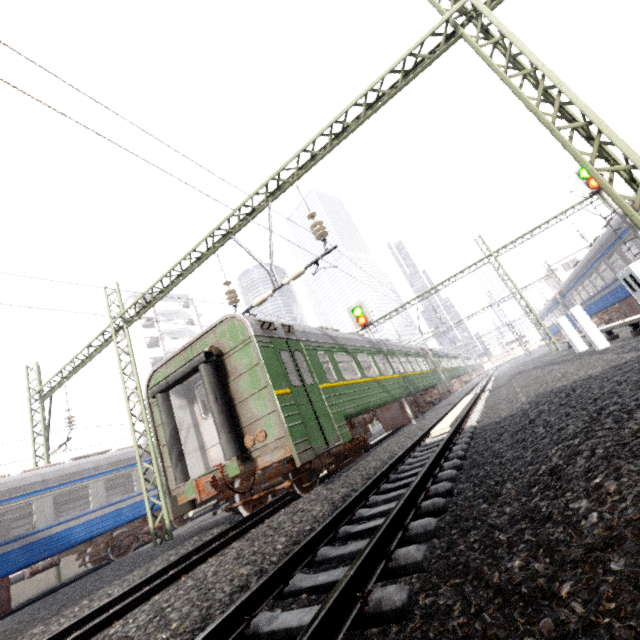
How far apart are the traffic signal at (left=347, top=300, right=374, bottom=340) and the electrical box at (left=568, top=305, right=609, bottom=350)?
6.6m

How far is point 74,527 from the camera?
11.6 meters

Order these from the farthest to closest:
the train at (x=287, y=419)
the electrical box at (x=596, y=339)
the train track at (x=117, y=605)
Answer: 1. the electrical box at (x=596, y=339)
2. the train at (x=287, y=419)
3. the train track at (x=117, y=605)

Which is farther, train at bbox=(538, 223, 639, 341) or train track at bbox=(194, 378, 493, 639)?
train at bbox=(538, 223, 639, 341)

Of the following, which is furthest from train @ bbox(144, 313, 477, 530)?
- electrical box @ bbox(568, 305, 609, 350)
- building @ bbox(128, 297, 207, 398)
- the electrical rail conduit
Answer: building @ bbox(128, 297, 207, 398)

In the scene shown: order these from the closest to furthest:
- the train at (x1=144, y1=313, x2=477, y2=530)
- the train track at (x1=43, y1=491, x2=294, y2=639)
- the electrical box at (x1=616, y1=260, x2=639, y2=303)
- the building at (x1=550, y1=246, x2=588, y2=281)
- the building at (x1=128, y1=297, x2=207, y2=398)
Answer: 1. the train track at (x1=43, y1=491, x2=294, y2=639)
2. the electrical box at (x1=616, y1=260, x2=639, y2=303)
3. the train at (x1=144, y1=313, x2=477, y2=530)
4. the building at (x1=128, y1=297, x2=207, y2=398)
5. the building at (x1=550, y1=246, x2=588, y2=281)

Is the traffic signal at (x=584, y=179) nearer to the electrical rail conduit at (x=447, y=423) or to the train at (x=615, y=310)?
the train at (x=615, y=310)

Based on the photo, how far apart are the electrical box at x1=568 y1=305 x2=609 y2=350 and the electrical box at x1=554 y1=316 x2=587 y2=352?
2.4m
